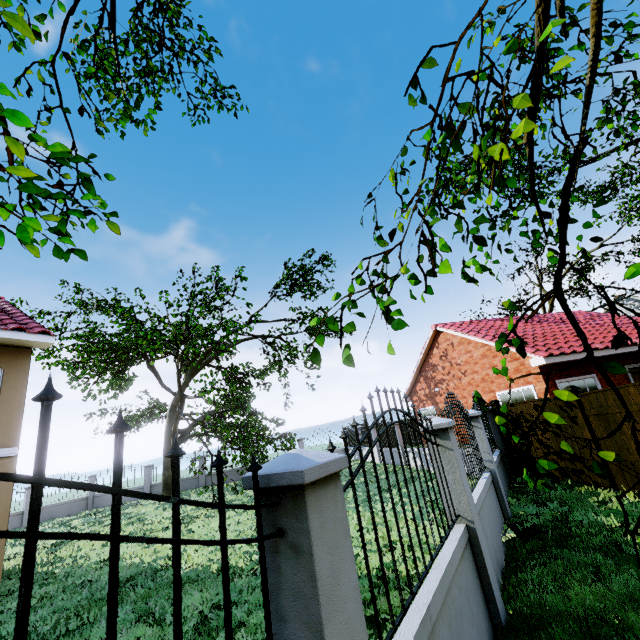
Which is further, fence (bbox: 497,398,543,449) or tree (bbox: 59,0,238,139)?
fence (bbox: 497,398,543,449)

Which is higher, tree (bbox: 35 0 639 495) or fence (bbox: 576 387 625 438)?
tree (bbox: 35 0 639 495)

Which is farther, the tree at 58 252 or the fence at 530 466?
the fence at 530 466

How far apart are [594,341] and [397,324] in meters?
15.4

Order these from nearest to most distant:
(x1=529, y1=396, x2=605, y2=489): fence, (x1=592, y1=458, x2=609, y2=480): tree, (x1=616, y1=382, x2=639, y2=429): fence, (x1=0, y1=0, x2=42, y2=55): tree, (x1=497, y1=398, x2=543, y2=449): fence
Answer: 1. (x1=0, y1=0, x2=42, y2=55): tree
2. (x1=592, y1=458, x2=609, y2=480): tree
3. (x1=616, y1=382, x2=639, y2=429): fence
4. (x1=529, y1=396, x2=605, y2=489): fence
5. (x1=497, y1=398, x2=543, y2=449): fence

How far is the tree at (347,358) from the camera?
1.9m

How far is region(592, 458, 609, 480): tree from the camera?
2.27m
